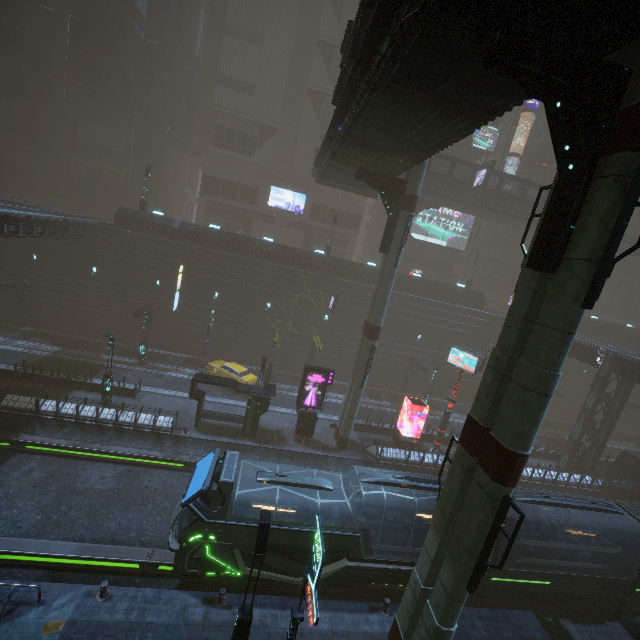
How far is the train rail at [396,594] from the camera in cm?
1497

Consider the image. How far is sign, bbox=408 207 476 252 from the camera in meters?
45.5

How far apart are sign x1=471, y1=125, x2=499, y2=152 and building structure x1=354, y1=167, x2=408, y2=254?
28.74m

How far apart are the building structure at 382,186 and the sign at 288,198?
27.4m

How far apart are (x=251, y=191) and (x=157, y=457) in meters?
38.1 m

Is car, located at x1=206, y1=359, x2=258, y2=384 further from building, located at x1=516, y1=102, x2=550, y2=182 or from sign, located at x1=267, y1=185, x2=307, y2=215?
sign, located at x1=267, y1=185, x2=307, y2=215

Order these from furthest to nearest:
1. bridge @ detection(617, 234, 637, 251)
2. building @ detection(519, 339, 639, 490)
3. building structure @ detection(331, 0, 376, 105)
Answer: bridge @ detection(617, 234, 637, 251), building @ detection(519, 339, 639, 490), building structure @ detection(331, 0, 376, 105)

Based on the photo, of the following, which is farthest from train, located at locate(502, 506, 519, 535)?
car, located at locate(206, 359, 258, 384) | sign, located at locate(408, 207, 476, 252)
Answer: sign, located at locate(408, 207, 476, 252)
